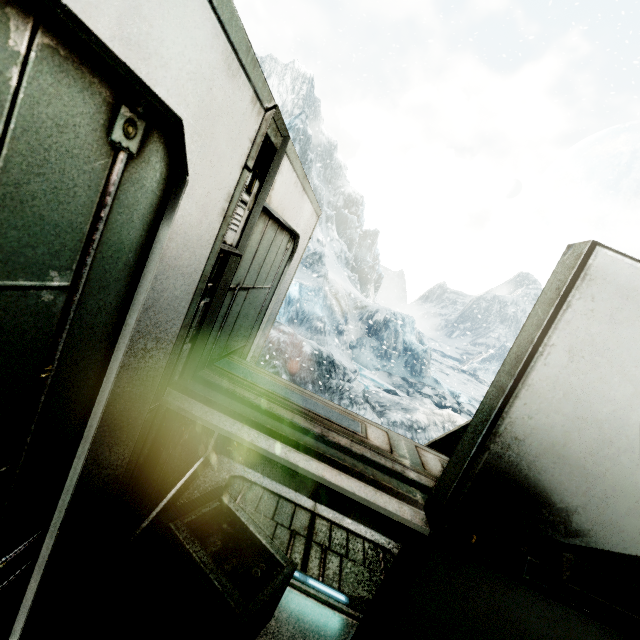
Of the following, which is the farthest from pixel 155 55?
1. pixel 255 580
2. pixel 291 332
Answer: pixel 291 332
